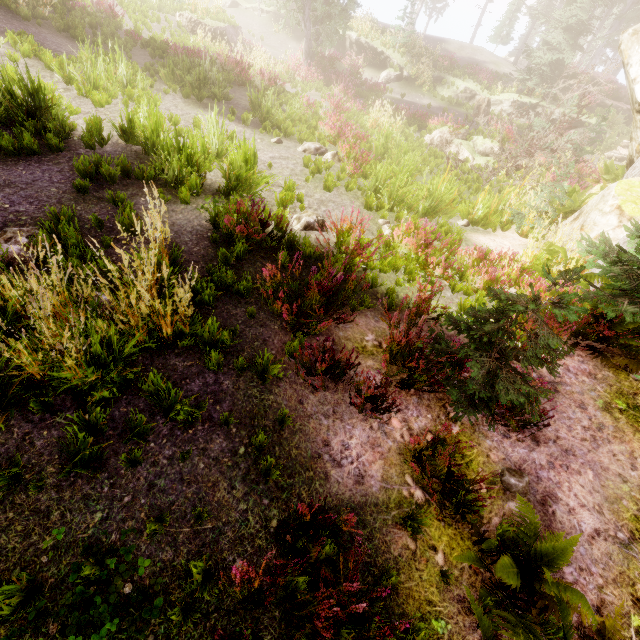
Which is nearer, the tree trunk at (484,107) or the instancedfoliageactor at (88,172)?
the instancedfoliageactor at (88,172)

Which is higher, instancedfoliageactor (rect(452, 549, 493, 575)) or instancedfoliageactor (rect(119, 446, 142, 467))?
instancedfoliageactor (rect(452, 549, 493, 575))

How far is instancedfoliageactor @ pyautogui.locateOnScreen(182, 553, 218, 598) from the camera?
A: 2.4m

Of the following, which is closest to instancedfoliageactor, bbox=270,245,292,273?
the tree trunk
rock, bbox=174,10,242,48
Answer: rock, bbox=174,10,242,48

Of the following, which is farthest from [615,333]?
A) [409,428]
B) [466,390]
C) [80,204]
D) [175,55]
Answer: [175,55]

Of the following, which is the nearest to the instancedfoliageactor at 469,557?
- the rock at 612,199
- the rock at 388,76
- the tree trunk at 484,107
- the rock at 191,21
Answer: the rock at 612,199

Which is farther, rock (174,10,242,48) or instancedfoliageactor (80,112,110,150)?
rock (174,10,242,48)
